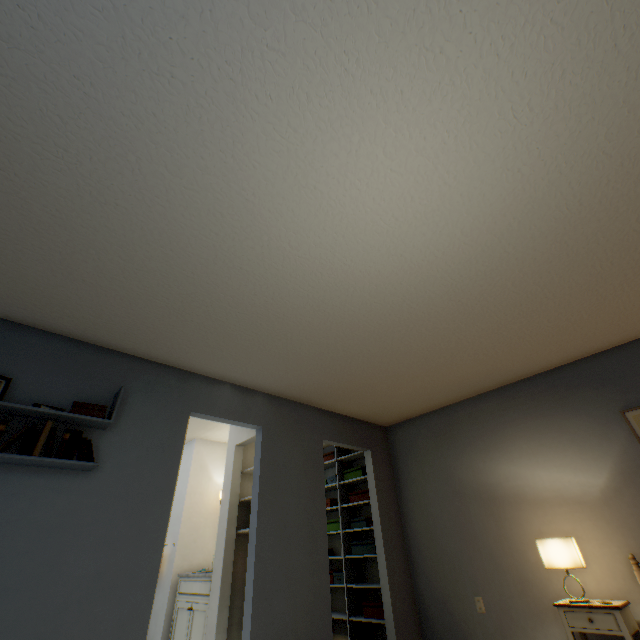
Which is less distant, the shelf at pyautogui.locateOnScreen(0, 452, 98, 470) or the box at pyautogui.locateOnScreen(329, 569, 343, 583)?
the shelf at pyautogui.locateOnScreen(0, 452, 98, 470)

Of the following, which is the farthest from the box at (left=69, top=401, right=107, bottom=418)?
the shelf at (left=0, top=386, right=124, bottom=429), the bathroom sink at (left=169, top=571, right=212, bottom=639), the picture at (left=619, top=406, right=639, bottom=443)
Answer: the picture at (left=619, top=406, right=639, bottom=443)

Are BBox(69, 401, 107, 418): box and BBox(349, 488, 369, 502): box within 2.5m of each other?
no

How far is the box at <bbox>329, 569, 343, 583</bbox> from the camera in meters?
4.2 m

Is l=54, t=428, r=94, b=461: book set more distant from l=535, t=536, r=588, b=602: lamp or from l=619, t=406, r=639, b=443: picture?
l=619, t=406, r=639, b=443: picture

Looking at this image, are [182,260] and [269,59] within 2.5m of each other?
yes

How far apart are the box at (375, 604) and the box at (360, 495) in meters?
1.1 m

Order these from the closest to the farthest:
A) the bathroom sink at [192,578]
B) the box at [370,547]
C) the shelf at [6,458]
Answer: the shelf at [6,458]
the bathroom sink at [192,578]
the box at [370,547]
